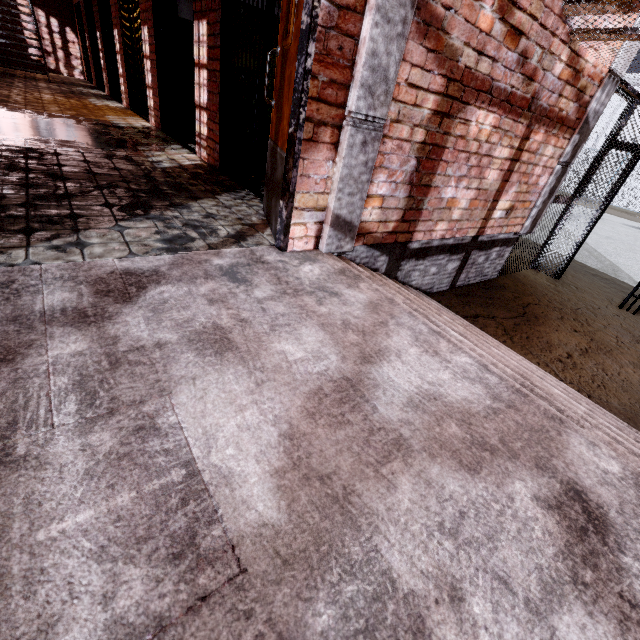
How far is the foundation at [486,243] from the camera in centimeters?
336cm

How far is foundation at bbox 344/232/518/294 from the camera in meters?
3.4 m

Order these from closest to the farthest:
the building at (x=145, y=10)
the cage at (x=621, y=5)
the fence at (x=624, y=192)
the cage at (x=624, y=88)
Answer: the cage at (x=621, y=5) < the cage at (x=624, y=88) < the building at (x=145, y=10) < the fence at (x=624, y=192)

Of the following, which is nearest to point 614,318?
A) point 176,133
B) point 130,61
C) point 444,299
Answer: point 444,299

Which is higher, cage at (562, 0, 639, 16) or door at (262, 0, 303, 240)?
cage at (562, 0, 639, 16)

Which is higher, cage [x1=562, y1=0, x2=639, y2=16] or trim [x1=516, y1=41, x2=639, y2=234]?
cage [x1=562, y1=0, x2=639, y2=16]

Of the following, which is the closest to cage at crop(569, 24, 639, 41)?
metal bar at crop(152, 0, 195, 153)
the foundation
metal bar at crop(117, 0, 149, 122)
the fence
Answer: the foundation

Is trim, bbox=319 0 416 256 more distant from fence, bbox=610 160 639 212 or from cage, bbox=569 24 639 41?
fence, bbox=610 160 639 212
